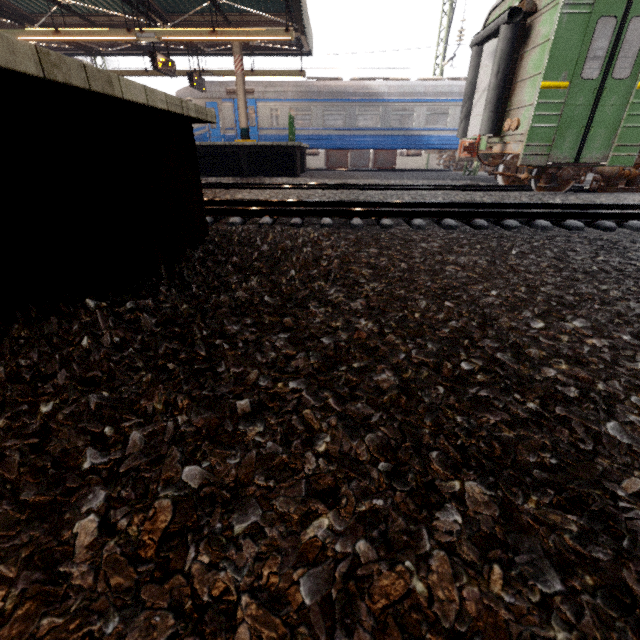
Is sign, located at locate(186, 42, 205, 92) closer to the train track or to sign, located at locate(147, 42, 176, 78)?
sign, located at locate(147, 42, 176, 78)

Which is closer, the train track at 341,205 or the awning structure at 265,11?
the train track at 341,205

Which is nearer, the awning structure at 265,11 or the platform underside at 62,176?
the platform underside at 62,176

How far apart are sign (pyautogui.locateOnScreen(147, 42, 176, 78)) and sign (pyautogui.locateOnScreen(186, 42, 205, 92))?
1.6m

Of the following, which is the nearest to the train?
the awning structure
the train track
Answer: the awning structure

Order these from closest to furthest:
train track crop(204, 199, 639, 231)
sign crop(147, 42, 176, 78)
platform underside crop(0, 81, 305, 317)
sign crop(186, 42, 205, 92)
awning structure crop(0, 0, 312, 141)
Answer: platform underside crop(0, 81, 305, 317) → train track crop(204, 199, 639, 231) → awning structure crop(0, 0, 312, 141) → sign crop(147, 42, 176, 78) → sign crop(186, 42, 205, 92)

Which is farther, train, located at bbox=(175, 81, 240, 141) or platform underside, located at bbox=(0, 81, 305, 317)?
train, located at bbox=(175, 81, 240, 141)

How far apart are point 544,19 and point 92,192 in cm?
942
